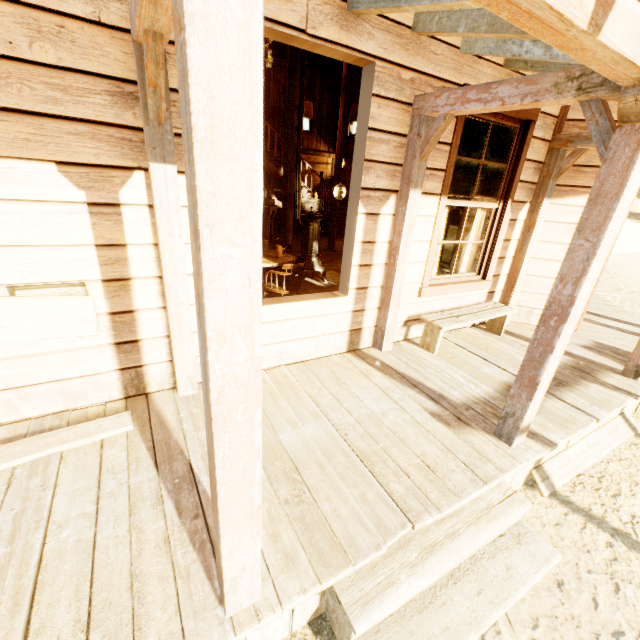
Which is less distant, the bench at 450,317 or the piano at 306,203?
the bench at 450,317

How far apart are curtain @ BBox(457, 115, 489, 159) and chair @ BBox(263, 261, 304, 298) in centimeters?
208cm

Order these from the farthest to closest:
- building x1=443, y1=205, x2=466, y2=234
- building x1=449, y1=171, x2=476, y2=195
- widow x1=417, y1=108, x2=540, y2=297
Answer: building x1=443, y1=205, x2=466, y2=234 < building x1=449, y1=171, x2=476, y2=195 < widow x1=417, y1=108, x2=540, y2=297

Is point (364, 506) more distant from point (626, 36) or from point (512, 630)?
point (626, 36)

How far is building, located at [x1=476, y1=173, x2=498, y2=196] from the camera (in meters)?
5.44

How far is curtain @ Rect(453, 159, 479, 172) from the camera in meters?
4.1 m

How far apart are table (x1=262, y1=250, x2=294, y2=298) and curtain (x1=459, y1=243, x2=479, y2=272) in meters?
1.9 m

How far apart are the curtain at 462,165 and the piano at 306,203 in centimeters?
839cm
